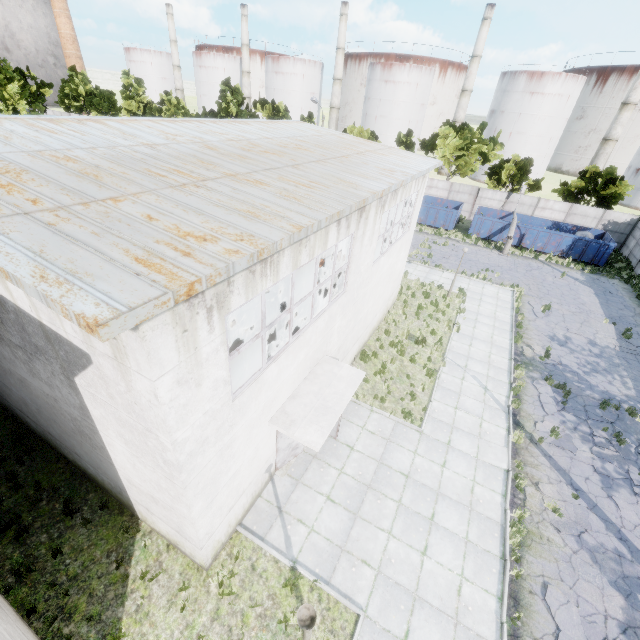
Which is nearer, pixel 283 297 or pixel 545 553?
pixel 545 553

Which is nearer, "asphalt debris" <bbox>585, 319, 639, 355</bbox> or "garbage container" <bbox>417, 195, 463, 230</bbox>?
"asphalt debris" <bbox>585, 319, 639, 355</bbox>

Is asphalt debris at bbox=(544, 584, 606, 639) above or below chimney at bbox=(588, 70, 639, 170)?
below

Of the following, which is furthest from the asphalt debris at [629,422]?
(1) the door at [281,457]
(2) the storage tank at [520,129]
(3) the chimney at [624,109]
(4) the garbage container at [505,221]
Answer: (3) the chimney at [624,109]

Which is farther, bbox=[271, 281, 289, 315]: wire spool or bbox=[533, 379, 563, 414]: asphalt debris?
bbox=[271, 281, 289, 315]: wire spool

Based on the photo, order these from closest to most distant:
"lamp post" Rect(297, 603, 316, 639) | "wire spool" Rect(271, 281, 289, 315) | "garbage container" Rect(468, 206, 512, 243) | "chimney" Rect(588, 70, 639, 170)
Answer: "lamp post" Rect(297, 603, 316, 639) < "wire spool" Rect(271, 281, 289, 315) < "garbage container" Rect(468, 206, 512, 243) < "chimney" Rect(588, 70, 639, 170)

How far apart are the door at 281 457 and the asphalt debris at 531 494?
7.3m

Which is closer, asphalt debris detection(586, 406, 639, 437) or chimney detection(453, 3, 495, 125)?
asphalt debris detection(586, 406, 639, 437)
